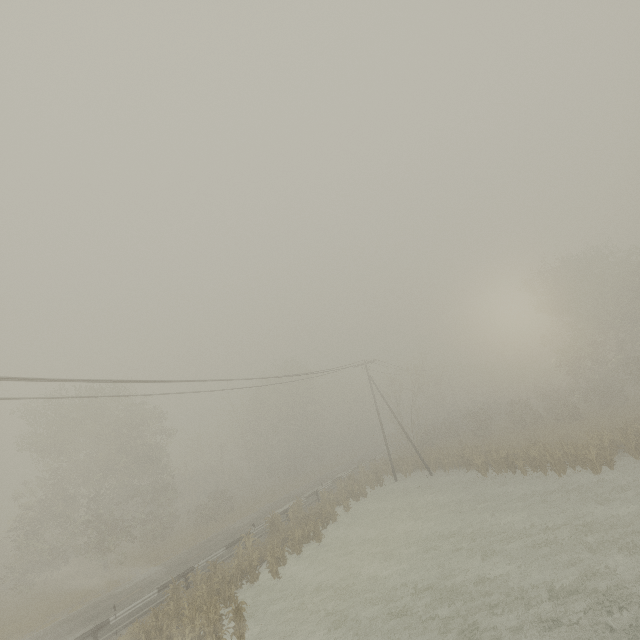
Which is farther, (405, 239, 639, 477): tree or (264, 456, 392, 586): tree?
(405, 239, 639, 477): tree

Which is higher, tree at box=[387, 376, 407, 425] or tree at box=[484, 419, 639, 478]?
tree at box=[387, 376, 407, 425]

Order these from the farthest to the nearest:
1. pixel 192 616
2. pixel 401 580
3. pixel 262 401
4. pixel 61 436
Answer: pixel 262 401 → pixel 61 436 → pixel 401 580 → pixel 192 616

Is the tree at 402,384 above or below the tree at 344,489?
above

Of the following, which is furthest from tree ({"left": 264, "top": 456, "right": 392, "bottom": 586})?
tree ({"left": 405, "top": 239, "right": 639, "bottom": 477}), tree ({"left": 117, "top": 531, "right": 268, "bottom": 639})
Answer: tree ({"left": 405, "top": 239, "right": 639, "bottom": 477})

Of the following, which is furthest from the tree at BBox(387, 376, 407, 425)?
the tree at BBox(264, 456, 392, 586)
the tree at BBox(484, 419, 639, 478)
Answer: the tree at BBox(484, 419, 639, 478)

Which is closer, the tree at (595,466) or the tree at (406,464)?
the tree at (595,466)

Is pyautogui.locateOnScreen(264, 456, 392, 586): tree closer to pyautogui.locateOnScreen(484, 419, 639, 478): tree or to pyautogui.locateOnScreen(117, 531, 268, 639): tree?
pyautogui.locateOnScreen(117, 531, 268, 639): tree
